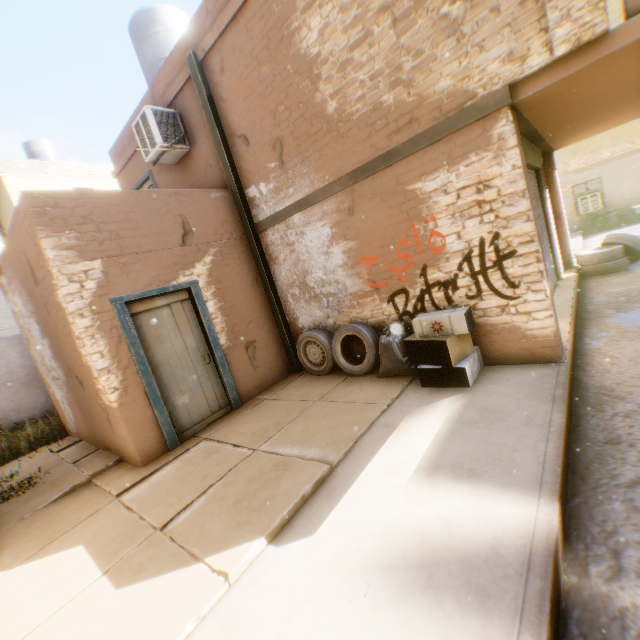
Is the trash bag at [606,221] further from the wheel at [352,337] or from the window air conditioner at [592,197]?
the wheel at [352,337]

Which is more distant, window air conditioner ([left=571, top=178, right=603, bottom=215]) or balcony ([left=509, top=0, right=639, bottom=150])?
window air conditioner ([left=571, top=178, right=603, bottom=215])

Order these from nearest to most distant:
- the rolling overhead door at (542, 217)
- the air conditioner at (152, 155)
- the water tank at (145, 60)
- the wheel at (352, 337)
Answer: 1. the wheel at (352, 337)
2. the rolling overhead door at (542, 217)
3. the air conditioner at (152, 155)
4. the water tank at (145, 60)

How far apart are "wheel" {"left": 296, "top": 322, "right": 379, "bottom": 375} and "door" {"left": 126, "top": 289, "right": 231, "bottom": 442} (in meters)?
0.09

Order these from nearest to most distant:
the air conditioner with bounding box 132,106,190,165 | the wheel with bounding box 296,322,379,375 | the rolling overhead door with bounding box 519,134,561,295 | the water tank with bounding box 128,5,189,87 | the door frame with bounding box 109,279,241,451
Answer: the door frame with bounding box 109,279,241,451 < the wheel with bounding box 296,322,379,375 < the rolling overhead door with bounding box 519,134,561,295 < the air conditioner with bounding box 132,106,190,165 < the water tank with bounding box 128,5,189,87

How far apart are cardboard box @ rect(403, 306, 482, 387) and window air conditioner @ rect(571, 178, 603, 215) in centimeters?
1544cm

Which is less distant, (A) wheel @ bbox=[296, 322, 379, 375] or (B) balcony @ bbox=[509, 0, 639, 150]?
(B) balcony @ bbox=[509, 0, 639, 150]

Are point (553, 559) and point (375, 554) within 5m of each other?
yes
